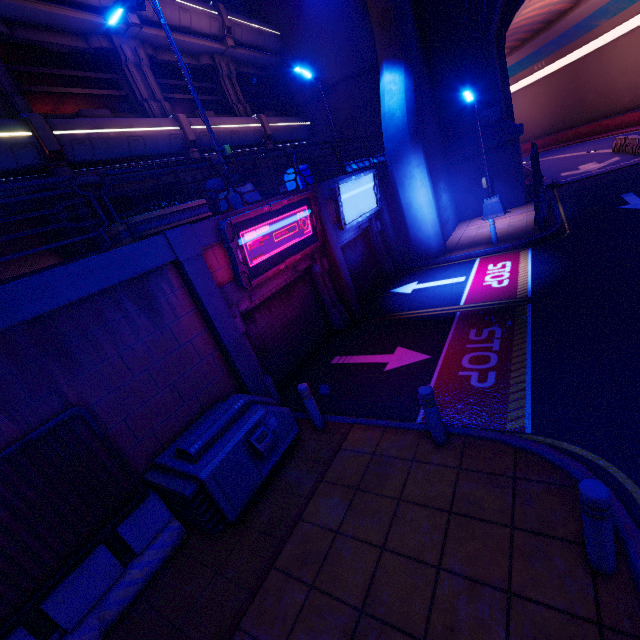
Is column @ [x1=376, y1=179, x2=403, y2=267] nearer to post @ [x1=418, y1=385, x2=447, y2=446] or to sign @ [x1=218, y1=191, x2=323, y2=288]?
sign @ [x1=218, y1=191, x2=323, y2=288]

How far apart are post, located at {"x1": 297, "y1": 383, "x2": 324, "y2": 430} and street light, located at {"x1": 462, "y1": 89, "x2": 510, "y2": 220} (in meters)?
15.48

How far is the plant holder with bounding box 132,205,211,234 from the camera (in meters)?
6.23

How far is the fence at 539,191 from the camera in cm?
1287

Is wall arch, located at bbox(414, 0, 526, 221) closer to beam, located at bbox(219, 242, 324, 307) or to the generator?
beam, located at bbox(219, 242, 324, 307)

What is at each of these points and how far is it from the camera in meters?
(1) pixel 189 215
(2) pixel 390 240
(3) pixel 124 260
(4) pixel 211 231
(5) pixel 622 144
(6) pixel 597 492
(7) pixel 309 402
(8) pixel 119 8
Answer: (1) plant holder, 7.1 m
(2) column, 14.9 m
(3) beam, 5.4 m
(4) beam, 6.9 m
(5) fence, 21.6 m
(6) post, 2.8 m
(7) post, 6.4 m
(8) street light, 8.2 m

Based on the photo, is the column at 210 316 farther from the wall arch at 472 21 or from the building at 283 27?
the wall arch at 472 21

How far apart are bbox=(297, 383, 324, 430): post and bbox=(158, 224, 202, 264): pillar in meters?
3.3
